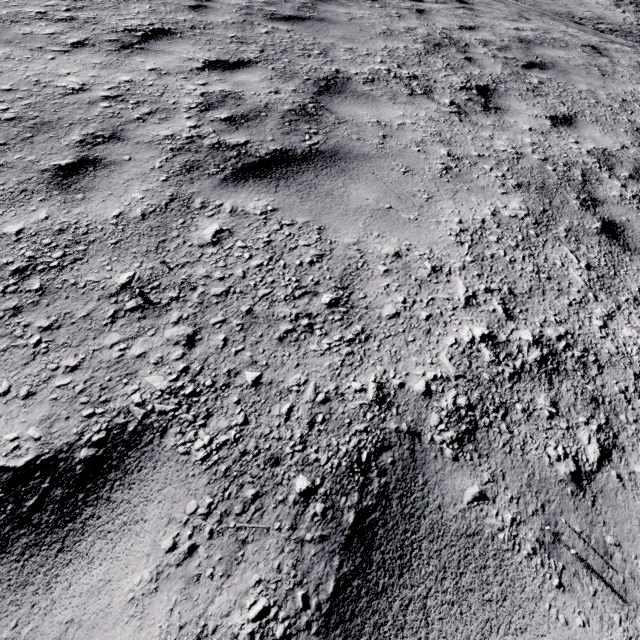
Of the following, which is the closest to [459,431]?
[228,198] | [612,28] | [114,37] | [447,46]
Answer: [228,198]
